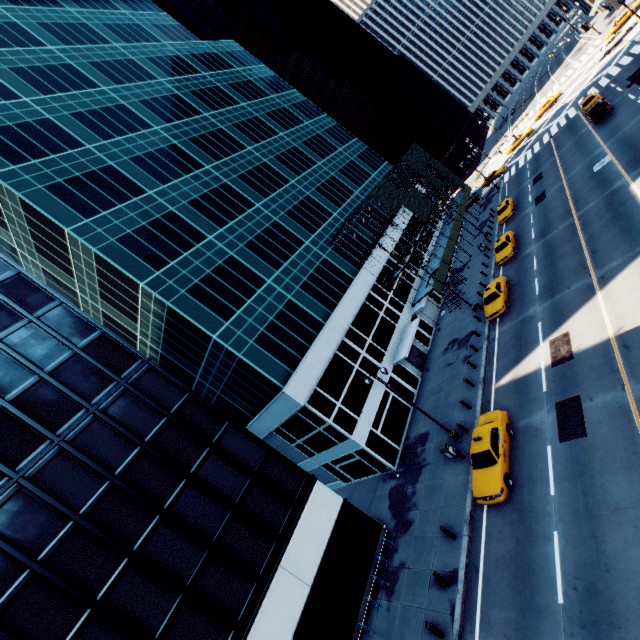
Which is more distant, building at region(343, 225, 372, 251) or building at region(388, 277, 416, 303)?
building at region(343, 225, 372, 251)

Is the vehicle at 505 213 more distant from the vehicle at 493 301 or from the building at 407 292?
the vehicle at 493 301

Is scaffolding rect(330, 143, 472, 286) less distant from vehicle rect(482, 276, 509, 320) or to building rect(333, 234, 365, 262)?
building rect(333, 234, 365, 262)

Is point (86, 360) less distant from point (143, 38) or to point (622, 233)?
point (622, 233)

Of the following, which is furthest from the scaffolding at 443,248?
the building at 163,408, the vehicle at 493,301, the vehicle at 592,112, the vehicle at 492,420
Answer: the vehicle at 492,420

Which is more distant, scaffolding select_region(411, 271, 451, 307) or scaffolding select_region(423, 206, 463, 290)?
scaffolding select_region(423, 206, 463, 290)

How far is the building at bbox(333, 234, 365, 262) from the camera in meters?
37.5

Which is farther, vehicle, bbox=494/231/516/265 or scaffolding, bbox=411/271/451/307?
scaffolding, bbox=411/271/451/307
